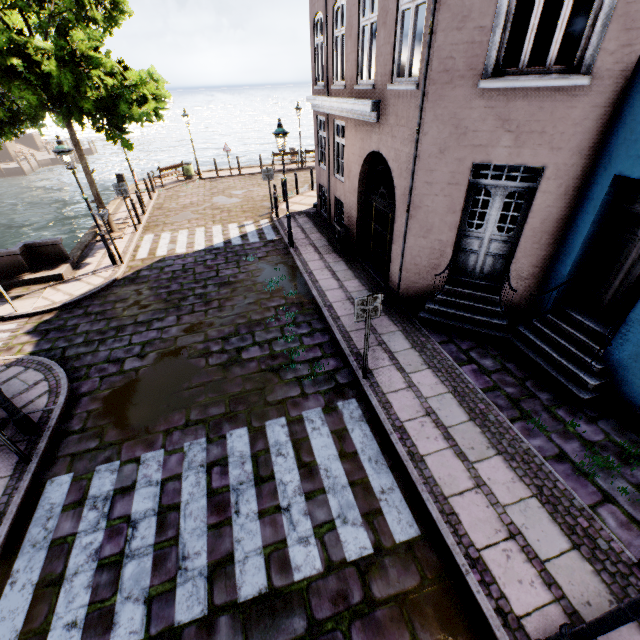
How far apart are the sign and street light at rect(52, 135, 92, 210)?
9.52m

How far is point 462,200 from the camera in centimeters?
650cm

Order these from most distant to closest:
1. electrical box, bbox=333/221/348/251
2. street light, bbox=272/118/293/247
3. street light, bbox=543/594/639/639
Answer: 1. electrical box, bbox=333/221/348/251
2. street light, bbox=272/118/293/247
3. street light, bbox=543/594/639/639

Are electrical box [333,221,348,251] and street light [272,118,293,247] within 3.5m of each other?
yes

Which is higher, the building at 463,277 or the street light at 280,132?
the street light at 280,132

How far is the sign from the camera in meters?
5.3

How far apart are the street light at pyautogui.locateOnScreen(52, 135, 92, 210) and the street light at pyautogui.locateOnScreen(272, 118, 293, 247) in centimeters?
564cm

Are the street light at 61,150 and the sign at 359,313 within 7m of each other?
no
